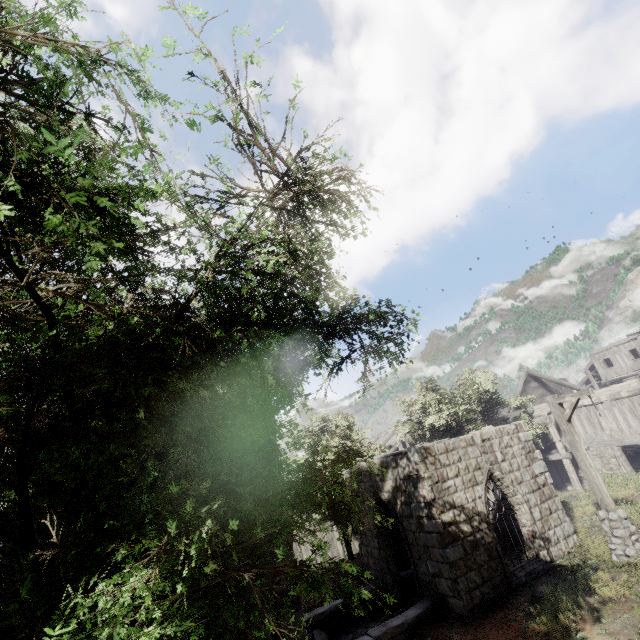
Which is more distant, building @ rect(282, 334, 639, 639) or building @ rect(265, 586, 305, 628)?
building @ rect(282, 334, 639, 639)

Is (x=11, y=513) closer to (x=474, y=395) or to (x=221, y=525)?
(x=221, y=525)

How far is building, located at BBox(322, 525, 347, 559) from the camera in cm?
2552

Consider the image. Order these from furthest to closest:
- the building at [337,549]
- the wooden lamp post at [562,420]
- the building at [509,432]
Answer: the building at [337,549], the building at [509,432], the wooden lamp post at [562,420]

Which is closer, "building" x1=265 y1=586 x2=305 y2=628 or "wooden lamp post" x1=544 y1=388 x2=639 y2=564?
"building" x1=265 y1=586 x2=305 y2=628

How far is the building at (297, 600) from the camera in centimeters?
766cm
